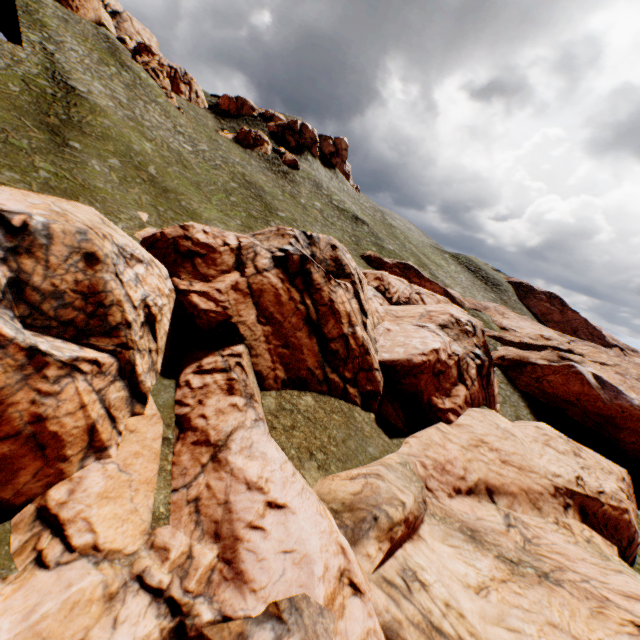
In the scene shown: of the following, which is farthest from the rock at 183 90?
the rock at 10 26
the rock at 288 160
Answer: the rock at 10 26

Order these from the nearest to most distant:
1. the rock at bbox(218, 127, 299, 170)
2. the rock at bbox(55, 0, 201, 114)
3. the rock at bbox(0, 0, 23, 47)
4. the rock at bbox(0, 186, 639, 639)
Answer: the rock at bbox(0, 186, 639, 639) < the rock at bbox(0, 0, 23, 47) < the rock at bbox(55, 0, 201, 114) < the rock at bbox(218, 127, 299, 170)

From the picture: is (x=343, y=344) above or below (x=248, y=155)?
below

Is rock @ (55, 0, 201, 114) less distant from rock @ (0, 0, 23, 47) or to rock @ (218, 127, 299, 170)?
rock @ (218, 127, 299, 170)

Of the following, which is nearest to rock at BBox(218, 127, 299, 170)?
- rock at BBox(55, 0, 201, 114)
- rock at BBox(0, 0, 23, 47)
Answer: rock at BBox(55, 0, 201, 114)

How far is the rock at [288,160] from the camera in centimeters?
5616cm

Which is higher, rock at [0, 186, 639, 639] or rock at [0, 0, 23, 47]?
rock at [0, 0, 23, 47]

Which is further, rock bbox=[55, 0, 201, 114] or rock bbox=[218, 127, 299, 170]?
rock bbox=[218, 127, 299, 170]
